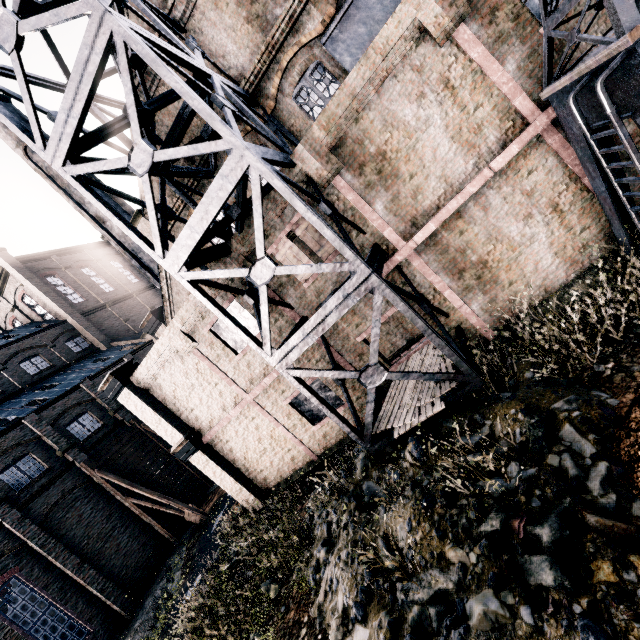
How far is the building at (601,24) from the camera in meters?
7.3 m

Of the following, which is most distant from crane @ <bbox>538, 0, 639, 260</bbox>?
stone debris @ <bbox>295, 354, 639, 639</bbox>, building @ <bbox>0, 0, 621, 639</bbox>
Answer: stone debris @ <bbox>295, 354, 639, 639</bbox>

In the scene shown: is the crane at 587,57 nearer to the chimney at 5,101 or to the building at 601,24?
the building at 601,24

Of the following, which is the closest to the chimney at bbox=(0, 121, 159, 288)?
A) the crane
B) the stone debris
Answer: the stone debris

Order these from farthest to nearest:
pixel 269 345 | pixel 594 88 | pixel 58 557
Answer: pixel 58 557
pixel 269 345
pixel 594 88

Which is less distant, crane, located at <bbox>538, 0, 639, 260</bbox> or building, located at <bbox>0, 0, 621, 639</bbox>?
crane, located at <bbox>538, 0, 639, 260</bbox>
